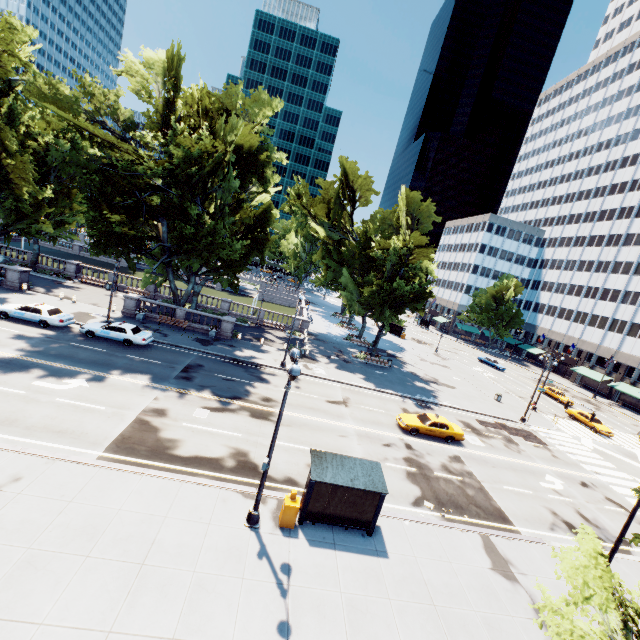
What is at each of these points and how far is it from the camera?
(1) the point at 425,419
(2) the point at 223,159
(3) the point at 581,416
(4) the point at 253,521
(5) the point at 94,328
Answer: (1) vehicle, 25.00m
(2) tree, 27.11m
(3) vehicle, 39.09m
(4) light, 12.70m
(5) vehicle, 25.97m

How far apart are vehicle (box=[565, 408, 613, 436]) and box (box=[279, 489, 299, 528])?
40.4m

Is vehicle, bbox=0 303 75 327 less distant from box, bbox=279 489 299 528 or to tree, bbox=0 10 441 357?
tree, bbox=0 10 441 357

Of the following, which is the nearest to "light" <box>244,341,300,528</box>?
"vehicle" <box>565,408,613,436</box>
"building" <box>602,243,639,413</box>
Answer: "vehicle" <box>565,408,613,436</box>

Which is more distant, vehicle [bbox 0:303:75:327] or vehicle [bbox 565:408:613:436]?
vehicle [bbox 565:408:613:436]

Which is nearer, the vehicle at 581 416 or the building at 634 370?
the vehicle at 581 416

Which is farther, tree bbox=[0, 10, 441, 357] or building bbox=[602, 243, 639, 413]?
building bbox=[602, 243, 639, 413]

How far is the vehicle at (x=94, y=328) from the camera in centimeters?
2600cm
